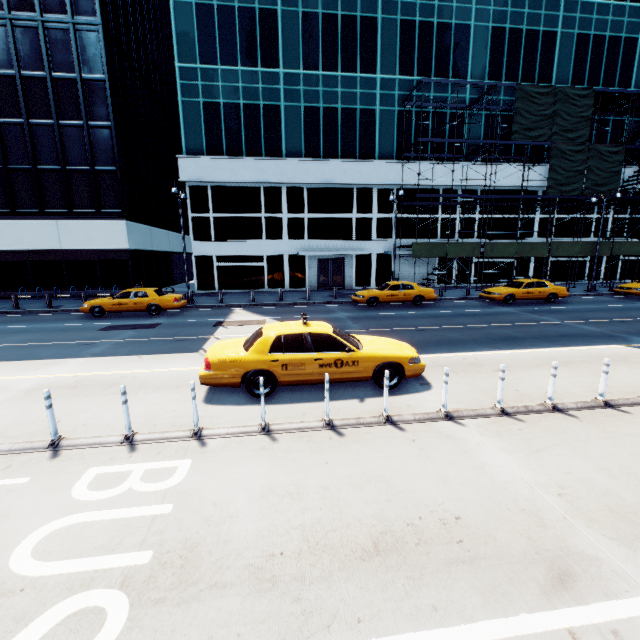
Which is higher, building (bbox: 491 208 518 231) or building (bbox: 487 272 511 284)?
building (bbox: 491 208 518 231)

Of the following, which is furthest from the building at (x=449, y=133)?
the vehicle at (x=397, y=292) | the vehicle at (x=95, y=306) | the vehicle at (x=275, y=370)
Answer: the vehicle at (x=275, y=370)

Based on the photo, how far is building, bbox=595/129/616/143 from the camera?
29.8m

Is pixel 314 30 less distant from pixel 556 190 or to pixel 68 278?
pixel 556 190

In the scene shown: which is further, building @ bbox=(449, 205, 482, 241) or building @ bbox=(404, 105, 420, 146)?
building @ bbox=(449, 205, 482, 241)

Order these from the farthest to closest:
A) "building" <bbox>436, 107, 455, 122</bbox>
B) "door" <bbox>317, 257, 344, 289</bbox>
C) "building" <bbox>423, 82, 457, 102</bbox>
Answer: "door" <bbox>317, 257, 344, 289</bbox>
"building" <bbox>436, 107, 455, 122</bbox>
"building" <bbox>423, 82, 457, 102</bbox>

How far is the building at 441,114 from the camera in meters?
27.7 m

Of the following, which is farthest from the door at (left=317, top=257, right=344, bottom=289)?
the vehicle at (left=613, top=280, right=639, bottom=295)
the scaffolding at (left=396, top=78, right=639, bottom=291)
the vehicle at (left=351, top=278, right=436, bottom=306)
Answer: the vehicle at (left=613, top=280, right=639, bottom=295)
